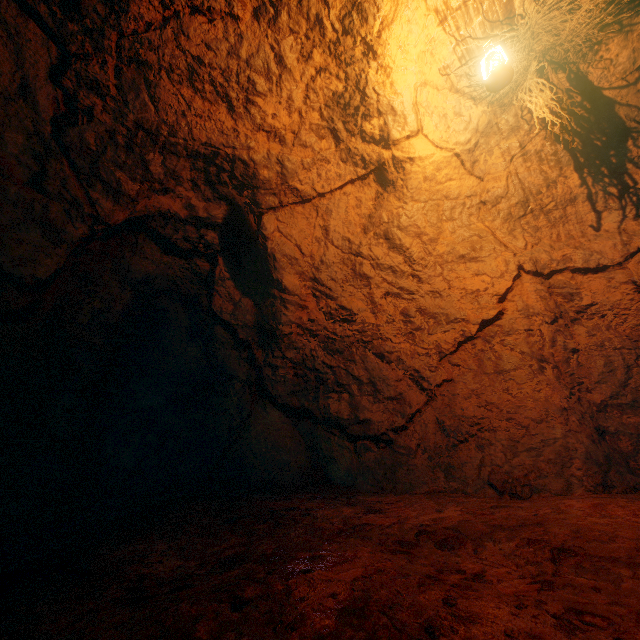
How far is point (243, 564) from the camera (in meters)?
1.98
